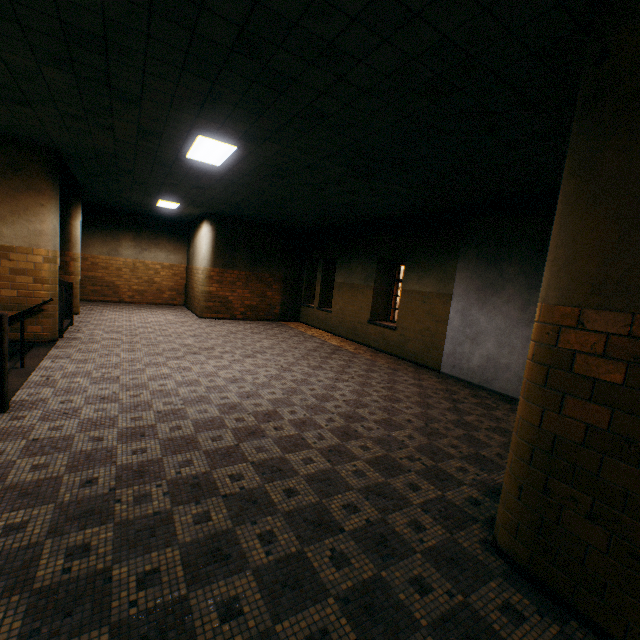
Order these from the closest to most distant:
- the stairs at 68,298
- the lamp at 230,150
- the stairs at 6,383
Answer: the stairs at 6,383, the lamp at 230,150, the stairs at 68,298

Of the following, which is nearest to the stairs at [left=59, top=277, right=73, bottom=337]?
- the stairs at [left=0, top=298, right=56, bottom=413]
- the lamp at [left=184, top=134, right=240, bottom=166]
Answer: the stairs at [left=0, top=298, right=56, bottom=413]

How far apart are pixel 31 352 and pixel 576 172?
8.46m

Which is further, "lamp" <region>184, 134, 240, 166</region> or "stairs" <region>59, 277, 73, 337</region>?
"stairs" <region>59, 277, 73, 337</region>

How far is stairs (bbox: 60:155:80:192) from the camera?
7.5m

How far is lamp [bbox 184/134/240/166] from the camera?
5.1m

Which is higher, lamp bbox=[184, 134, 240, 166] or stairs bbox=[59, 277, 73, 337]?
lamp bbox=[184, 134, 240, 166]

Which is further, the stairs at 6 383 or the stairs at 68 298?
the stairs at 68 298
